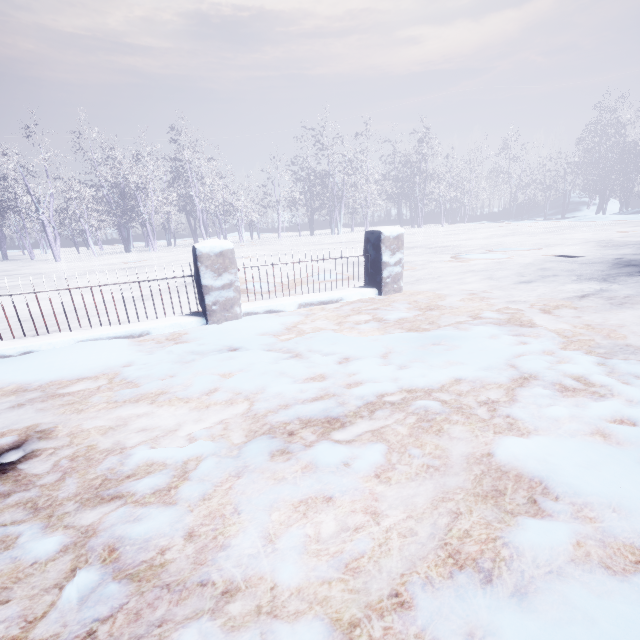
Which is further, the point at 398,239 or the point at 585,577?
the point at 398,239
